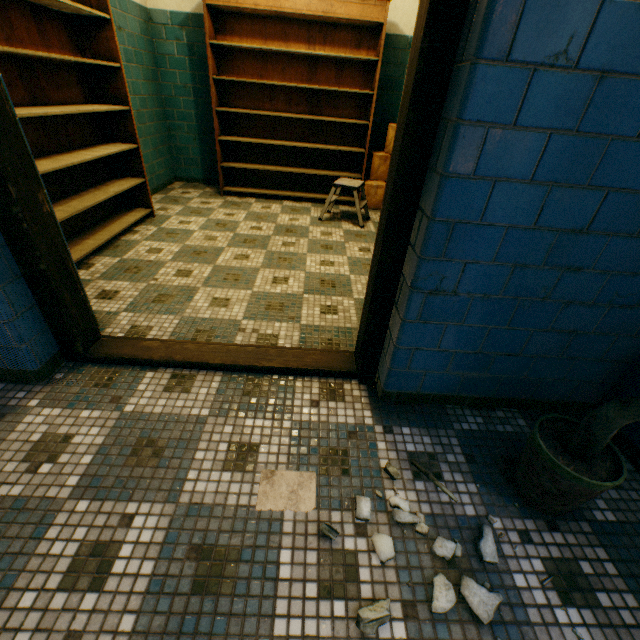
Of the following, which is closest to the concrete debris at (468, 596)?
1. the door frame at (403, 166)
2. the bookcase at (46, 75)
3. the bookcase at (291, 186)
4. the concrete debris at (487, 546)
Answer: the concrete debris at (487, 546)

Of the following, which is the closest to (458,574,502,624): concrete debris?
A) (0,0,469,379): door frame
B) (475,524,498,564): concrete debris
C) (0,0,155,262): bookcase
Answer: (475,524,498,564): concrete debris

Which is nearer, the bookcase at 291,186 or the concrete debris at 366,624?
the concrete debris at 366,624

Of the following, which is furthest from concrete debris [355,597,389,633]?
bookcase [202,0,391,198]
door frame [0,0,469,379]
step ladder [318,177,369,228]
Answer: bookcase [202,0,391,198]

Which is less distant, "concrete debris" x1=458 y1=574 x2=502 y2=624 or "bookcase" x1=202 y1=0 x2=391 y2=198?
"concrete debris" x1=458 y1=574 x2=502 y2=624

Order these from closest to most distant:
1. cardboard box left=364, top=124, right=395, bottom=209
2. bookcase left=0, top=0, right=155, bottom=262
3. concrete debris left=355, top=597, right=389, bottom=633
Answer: concrete debris left=355, top=597, right=389, bottom=633 < bookcase left=0, top=0, right=155, bottom=262 < cardboard box left=364, top=124, right=395, bottom=209

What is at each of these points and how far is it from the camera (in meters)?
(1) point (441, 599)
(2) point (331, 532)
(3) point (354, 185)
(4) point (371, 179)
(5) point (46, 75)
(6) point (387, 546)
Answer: Answer:
(1) concrete debris, 1.01
(2) concrete debris, 1.14
(3) step ladder, 3.75
(4) cardboard box, 4.58
(5) bookcase, 2.49
(6) concrete debris, 1.13

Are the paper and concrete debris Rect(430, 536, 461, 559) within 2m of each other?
yes
